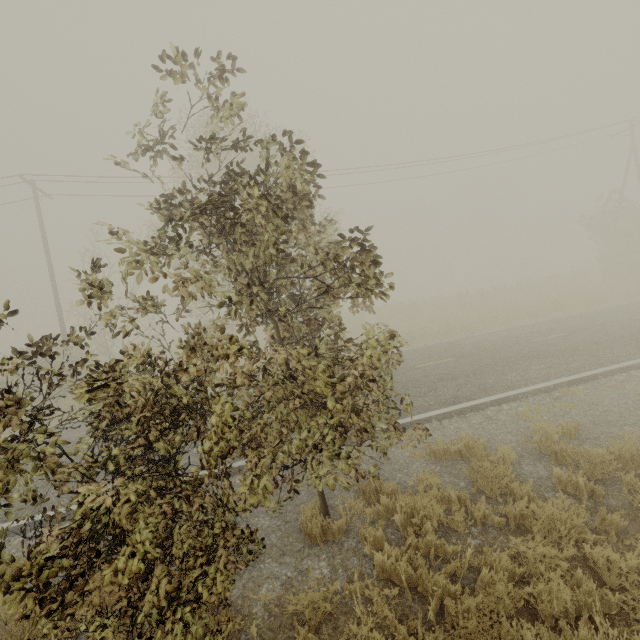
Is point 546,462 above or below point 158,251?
below
